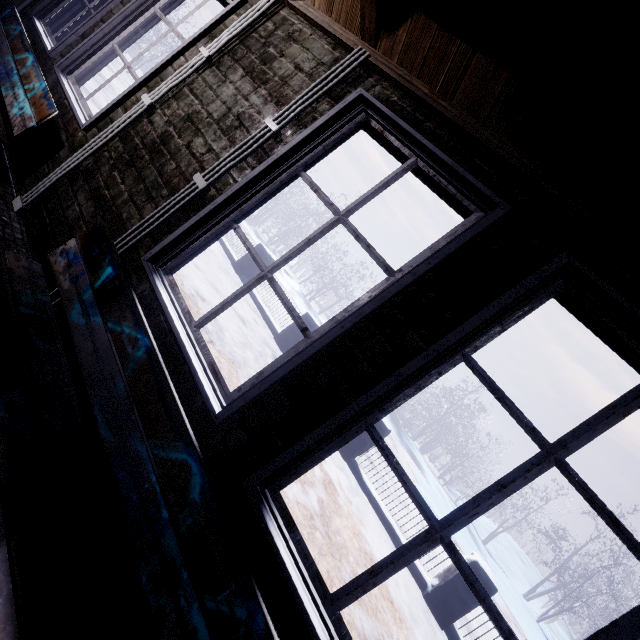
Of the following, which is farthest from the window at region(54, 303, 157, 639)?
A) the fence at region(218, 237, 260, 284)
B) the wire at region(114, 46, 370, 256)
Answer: the fence at region(218, 237, 260, 284)

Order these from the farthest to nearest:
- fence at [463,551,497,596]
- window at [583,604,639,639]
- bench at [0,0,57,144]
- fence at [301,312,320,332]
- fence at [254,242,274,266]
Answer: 1. fence at [254,242,274,266]
2. fence at [301,312,320,332]
3. fence at [463,551,497,596]
4. bench at [0,0,57,144]
5. window at [583,604,639,639]

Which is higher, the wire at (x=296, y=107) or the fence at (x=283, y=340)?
→ the wire at (x=296, y=107)

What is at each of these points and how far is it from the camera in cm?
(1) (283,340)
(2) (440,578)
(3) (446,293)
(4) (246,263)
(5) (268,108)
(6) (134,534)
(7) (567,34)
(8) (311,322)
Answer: (1) fence, 659
(2) fence, 454
(3) window, 110
(4) fence, 771
(5) window, 162
(6) bench, 96
(7) beam, 85
(8) fence, 654

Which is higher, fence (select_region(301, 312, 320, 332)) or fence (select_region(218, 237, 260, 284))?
fence (select_region(301, 312, 320, 332))

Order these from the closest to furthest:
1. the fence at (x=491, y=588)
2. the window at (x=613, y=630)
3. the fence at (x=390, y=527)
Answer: the window at (x=613, y=630)
the fence at (x=491, y=588)
the fence at (x=390, y=527)

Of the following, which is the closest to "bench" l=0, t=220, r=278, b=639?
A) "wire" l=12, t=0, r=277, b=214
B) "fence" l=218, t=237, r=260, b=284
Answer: "wire" l=12, t=0, r=277, b=214
